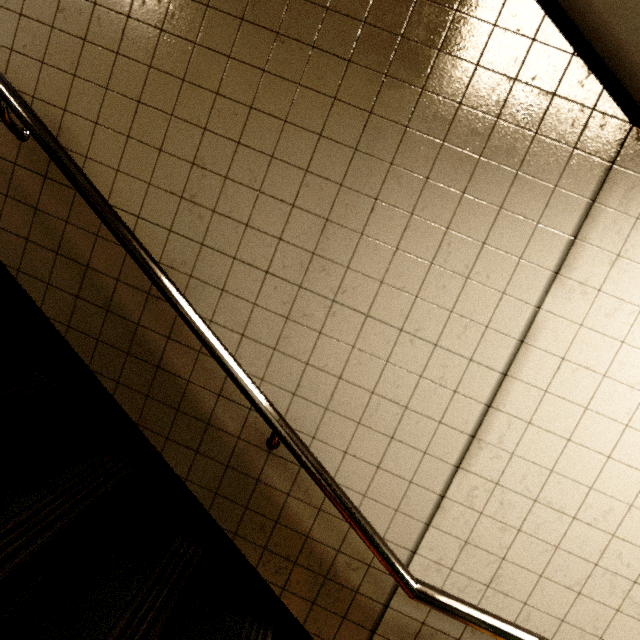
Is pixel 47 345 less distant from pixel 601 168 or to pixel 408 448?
pixel 408 448
